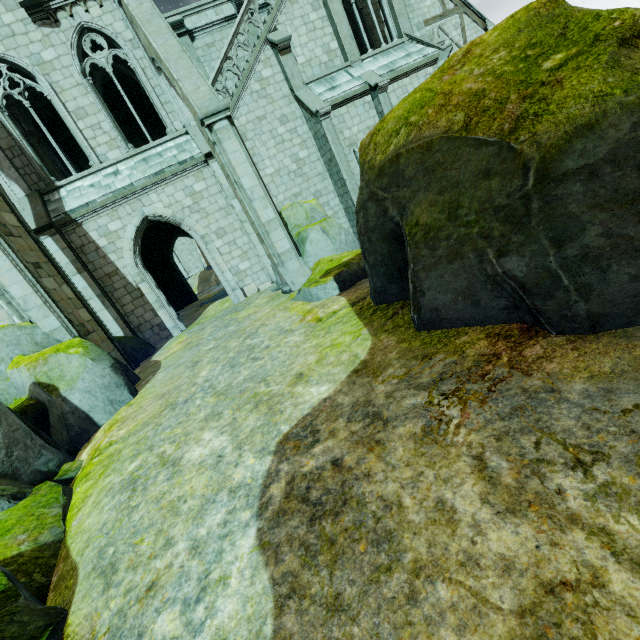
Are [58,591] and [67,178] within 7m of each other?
no

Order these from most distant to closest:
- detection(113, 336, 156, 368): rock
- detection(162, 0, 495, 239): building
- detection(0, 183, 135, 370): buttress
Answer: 1. detection(162, 0, 495, 239): building
2. detection(113, 336, 156, 368): rock
3. detection(0, 183, 135, 370): buttress

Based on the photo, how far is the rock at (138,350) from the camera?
11.6 meters

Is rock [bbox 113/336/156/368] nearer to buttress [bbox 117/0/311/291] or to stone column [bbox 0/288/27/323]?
stone column [bbox 0/288/27/323]

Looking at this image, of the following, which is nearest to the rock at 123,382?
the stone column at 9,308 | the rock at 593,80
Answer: the stone column at 9,308

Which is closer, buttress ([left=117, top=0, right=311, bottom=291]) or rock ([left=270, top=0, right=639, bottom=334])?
rock ([left=270, top=0, right=639, bottom=334])

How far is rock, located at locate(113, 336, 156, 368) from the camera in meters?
11.6
